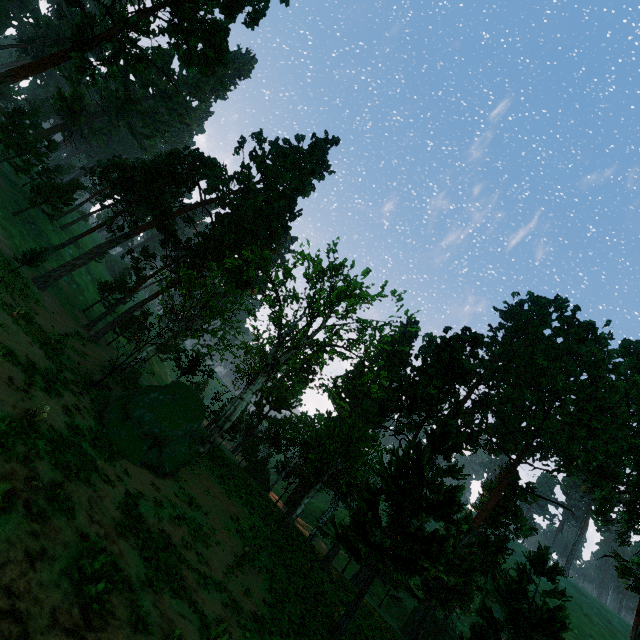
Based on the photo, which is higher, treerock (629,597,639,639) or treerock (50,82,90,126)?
treerock (50,82,90,126)

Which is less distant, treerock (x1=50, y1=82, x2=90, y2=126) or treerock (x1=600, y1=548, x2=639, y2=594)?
treerock (x1=600, y1=548, x2=639, y2=594)

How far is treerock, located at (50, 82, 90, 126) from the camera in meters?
56.1

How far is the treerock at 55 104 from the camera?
56.1m

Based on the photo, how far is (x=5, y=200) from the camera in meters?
39.1 m

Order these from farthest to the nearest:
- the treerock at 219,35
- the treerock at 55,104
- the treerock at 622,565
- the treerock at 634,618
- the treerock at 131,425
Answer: the treerock at 55,104, the treerock at 634,618, the treerock at 219,35, the treerock at 131,425, the treerock at 622,565

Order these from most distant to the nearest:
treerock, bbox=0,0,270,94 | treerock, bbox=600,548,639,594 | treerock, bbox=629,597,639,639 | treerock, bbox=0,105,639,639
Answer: treerock, bbox=629,597,639,639 < treerock, bbox=0,0,270,94 < treerock, bbox=0,105,639,639 < treerock, bbox=600,548,639,594

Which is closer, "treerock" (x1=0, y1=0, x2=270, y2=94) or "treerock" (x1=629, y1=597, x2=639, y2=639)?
"treerock" (x1=0, y1=0, x2=270, y2=94)
